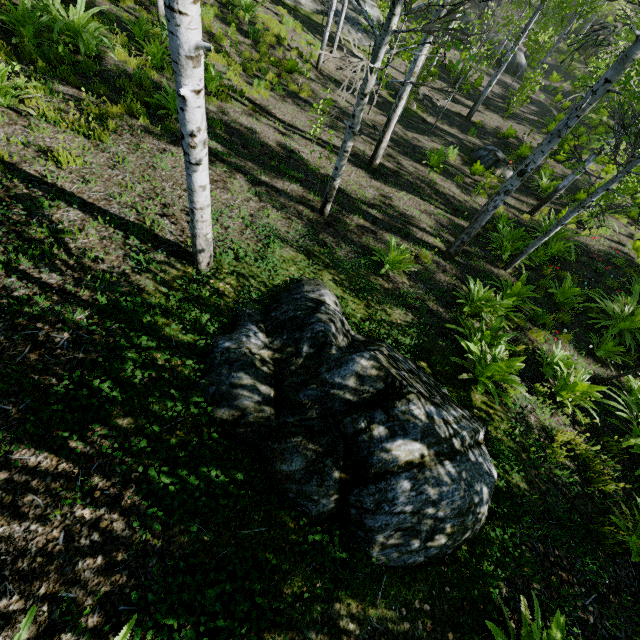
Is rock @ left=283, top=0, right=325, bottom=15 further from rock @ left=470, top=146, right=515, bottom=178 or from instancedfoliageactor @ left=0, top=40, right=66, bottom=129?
instancedfoliageactor @ left=0, top=40, right=66, bottom=129

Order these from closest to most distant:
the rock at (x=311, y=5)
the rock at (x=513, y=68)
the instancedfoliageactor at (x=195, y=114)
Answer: the instancedfoliageactor at (x=195, y=114) → the rock at (x=311, y=5) → the rock at (x=513, y=68)

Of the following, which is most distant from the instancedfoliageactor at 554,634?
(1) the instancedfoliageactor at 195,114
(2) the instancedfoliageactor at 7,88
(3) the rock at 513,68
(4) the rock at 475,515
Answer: (3) the rock at 513,68

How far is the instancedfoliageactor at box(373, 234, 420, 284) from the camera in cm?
569

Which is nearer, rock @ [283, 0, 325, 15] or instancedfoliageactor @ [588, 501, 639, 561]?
instancedfoliageactor @ [588, 501, 639, 561]

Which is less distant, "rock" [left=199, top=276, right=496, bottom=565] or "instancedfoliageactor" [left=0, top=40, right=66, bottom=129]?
"rock" [left=199, top=276, right=496, bottom=565]

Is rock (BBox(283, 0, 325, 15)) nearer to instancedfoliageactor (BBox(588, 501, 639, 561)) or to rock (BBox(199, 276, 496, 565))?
instancedfoliageactor (BBox(588, 501, 639, 561))

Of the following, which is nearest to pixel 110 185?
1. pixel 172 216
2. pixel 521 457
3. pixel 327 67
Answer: pixel 172 216
